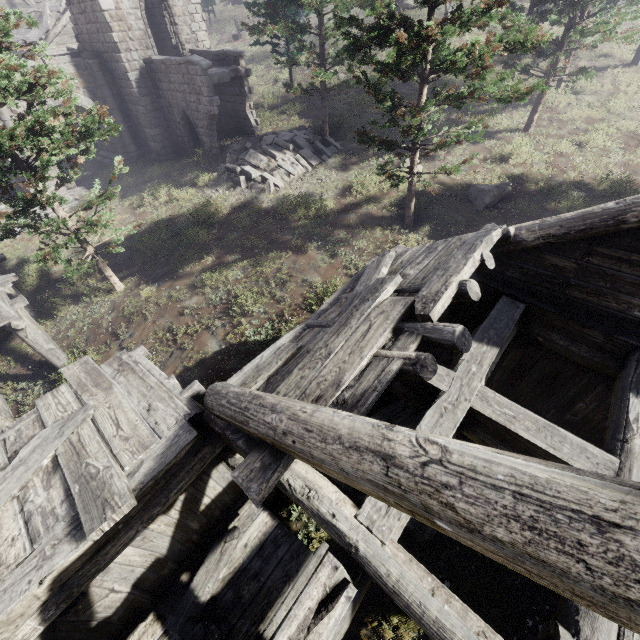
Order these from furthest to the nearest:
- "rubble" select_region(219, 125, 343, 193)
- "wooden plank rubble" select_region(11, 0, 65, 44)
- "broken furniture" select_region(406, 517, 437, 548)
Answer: "wooden plank rubble" select_region(11, 0, 65, 44) → "rubble" select_region(219, 125, 343, 193) → "broken furniture" select_region(406, 517, 437, 548)

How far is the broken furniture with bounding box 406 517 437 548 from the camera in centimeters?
618cm

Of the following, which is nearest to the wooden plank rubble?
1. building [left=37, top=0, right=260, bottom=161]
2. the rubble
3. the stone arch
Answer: building [left=37, top=0, right=260, bottom=161]

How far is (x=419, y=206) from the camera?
13.3m

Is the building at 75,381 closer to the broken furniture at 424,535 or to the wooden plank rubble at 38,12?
the broken furniture at 424,535

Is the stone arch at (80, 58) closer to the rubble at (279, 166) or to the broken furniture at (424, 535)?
the broken furniture at (424, 535)

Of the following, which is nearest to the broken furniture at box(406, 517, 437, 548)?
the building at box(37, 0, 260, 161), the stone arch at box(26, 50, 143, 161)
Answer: the stone arch at box(26, 50, 143, 161)

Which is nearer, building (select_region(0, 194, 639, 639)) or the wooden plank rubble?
building (select_region(0, 194, 639, 639))
